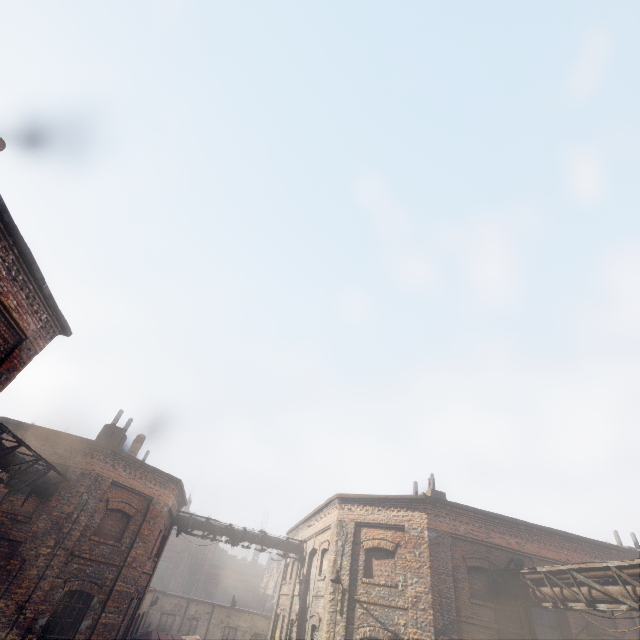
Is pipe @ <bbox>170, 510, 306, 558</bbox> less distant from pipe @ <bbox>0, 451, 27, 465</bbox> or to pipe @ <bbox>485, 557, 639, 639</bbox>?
pipe @ <bbox>0, 451, 27, 465</bbox>

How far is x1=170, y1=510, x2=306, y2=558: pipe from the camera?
18.5 meters

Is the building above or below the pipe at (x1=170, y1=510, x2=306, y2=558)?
above

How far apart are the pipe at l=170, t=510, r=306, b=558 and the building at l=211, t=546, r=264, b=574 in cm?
4324

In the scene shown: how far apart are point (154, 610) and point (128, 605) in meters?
15.1

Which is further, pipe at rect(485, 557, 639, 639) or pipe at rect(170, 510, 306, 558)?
pipe at rect(170, 510, 306, 558)

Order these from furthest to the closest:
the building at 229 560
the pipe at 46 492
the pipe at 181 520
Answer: the building at 229 560
the pipe at 181 520
the pipe at 46 492

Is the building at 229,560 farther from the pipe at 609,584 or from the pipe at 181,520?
the pipe at 609,584
